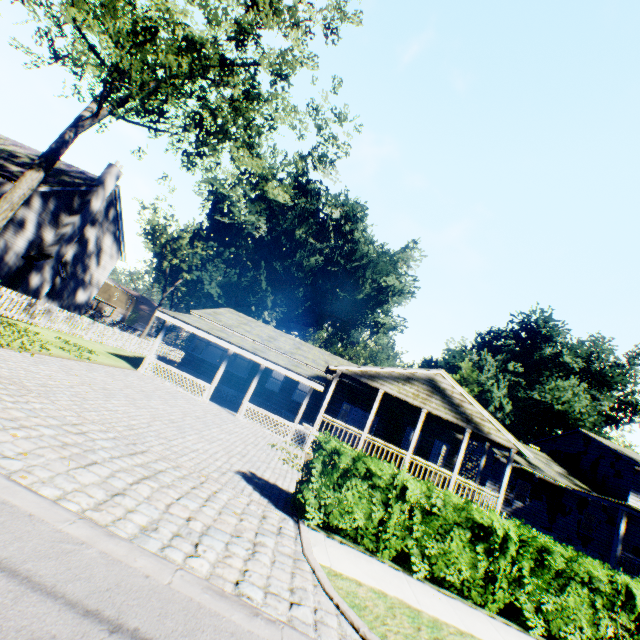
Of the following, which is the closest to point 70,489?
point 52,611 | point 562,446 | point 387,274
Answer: point 52,611

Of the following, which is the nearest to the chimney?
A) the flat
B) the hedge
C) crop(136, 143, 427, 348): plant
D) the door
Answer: the flat

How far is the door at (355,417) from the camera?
20.5m

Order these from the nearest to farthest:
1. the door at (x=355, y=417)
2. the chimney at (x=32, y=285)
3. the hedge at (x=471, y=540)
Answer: the hedge at (x=471, y=540) → the door at (x=355, y=417) → the chimney at (x=32, y=285)

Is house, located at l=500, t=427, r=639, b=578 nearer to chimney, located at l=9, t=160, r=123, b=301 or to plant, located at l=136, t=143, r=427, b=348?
plant, located at l=136, t=143, r=427, b=348

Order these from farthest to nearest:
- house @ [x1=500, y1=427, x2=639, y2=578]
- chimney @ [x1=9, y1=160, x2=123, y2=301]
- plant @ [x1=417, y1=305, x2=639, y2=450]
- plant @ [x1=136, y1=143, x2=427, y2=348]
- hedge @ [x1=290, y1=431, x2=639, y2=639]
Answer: plant @ [x1=136, y1=143, x2=427, y2=348] < plant @ [x1=417, y1=305, x2=639, y2=450] < house @ [x1=500, y1=427, x2=639, y2=578] < chimney @ [x1=9, y1=160, x2=123, y2=301] < hedge @ [x1=290, y1=431, x2=639, y2=639]

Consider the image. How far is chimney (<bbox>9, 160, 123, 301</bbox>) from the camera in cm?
2148

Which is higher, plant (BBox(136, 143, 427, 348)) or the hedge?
plant (BBox(136, 143, 427, 348))
